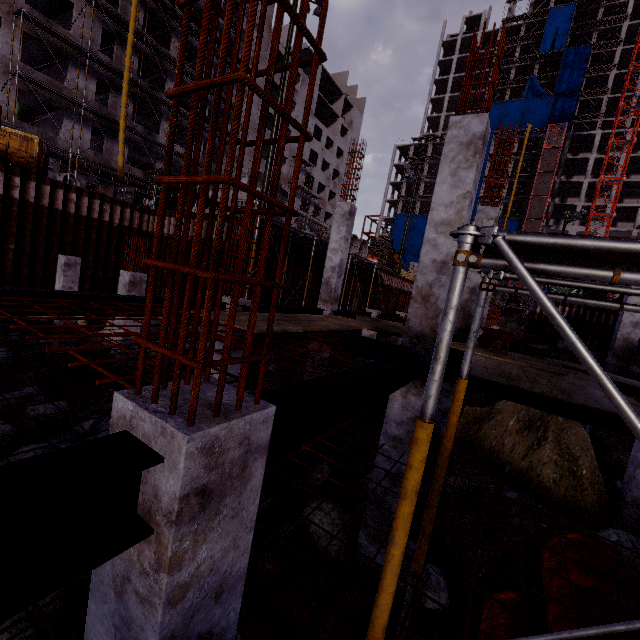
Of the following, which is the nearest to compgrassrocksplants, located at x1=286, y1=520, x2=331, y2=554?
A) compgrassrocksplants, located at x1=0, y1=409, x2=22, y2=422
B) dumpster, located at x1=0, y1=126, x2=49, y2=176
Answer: compgrassrocksplants, located at x1=0, y1=409, x2=22, y2=422

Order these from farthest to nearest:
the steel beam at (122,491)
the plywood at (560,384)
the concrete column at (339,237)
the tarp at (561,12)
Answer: the tarp at (561,12) → the concrete column at (339,237) → the plywood at (560,384) → the steel beam at (122,491)

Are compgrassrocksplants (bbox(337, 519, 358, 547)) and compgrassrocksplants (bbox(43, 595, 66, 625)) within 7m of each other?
yes

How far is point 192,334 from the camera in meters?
1.9

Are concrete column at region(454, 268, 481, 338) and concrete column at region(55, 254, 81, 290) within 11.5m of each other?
no

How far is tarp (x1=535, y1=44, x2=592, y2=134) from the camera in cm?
5700

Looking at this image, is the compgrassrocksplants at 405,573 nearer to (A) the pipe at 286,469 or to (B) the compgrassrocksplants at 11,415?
(A) the pipe at 286,469

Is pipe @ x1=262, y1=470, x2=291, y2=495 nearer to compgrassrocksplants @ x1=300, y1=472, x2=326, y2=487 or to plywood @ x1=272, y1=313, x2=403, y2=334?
compgrassrocksplants @ x1=300, y1=472, x2=326, y2=487
